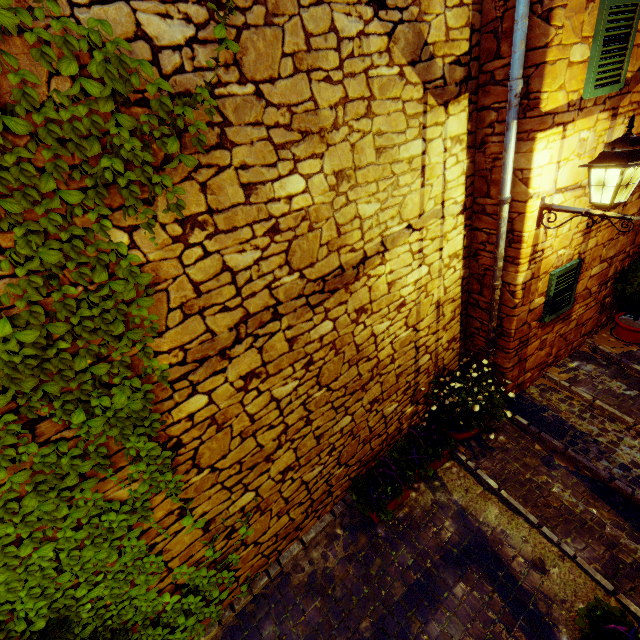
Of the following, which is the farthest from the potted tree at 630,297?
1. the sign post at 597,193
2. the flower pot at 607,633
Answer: the flower pot at 607,633

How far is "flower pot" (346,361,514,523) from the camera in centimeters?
379cm

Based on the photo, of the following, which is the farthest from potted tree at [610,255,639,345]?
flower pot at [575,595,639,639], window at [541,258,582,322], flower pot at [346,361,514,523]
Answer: flower pot at [575,595,639,639]

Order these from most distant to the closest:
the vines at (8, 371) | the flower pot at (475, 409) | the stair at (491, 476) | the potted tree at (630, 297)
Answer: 1. the potted tree at (630, 297)
2. the flower pot at (475, 409)
3. the stair at (491, 476)
4. the vines at (8, 371)

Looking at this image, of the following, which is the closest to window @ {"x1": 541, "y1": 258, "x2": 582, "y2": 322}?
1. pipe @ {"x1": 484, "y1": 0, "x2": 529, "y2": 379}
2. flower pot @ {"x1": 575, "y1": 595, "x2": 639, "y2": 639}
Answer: pipe @ {"x1": 484, "y1": 0, "x2": 529, "y2": 379}

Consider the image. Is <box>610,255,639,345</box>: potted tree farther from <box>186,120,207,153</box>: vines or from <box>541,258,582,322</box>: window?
<box>186,120,207,153</box>: vines

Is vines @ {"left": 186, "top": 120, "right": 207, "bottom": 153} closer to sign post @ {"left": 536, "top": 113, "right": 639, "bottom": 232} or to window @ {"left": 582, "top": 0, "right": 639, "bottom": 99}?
sign post @ {"left": 536, "top": 113, "right": 639, "bottom": 232}

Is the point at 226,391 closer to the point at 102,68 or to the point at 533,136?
the point at 102,68
